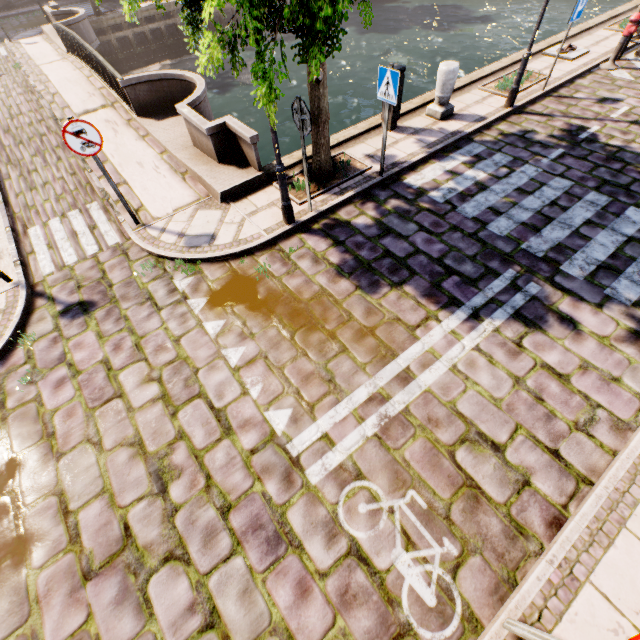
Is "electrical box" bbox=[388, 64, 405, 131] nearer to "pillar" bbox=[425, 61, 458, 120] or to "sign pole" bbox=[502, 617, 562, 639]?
"pillar" bbox=[425, 61, 458, 120]

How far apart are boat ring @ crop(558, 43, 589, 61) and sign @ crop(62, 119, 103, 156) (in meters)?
13.18

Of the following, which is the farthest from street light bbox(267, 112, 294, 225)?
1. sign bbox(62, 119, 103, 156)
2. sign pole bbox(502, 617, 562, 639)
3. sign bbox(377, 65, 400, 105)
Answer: sign pole bbox(502, 617, 562, 639)

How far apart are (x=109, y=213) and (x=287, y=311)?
5.0m

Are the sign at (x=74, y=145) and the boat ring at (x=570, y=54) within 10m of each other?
no

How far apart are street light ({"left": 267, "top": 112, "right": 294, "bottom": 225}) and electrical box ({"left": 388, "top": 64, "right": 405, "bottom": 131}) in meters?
4.0 m

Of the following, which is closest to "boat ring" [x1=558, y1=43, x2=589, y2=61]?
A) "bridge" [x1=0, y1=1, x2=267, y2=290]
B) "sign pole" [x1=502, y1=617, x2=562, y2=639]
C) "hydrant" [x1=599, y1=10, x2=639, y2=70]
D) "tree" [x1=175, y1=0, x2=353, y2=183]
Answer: Answer: "hydrant" [x1=599, y1=10, x2=639, y2=70]

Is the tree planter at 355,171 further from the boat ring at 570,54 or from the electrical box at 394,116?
the boat ring at 570,54
